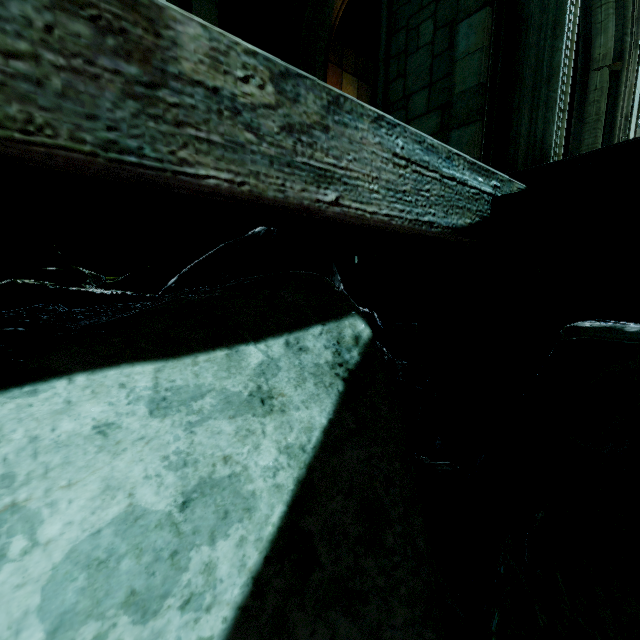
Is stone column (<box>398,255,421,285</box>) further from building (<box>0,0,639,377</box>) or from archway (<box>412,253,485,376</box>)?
archway (<box>412,253,485,376</box>)

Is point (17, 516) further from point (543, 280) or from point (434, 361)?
point (434, 361)

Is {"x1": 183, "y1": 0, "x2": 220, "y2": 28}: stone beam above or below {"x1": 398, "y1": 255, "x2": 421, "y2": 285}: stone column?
above

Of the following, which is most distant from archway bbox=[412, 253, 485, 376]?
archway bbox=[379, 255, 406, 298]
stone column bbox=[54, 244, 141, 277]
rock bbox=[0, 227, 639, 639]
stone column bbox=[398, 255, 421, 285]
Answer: rock bbox=[0, 227, 639, 639]

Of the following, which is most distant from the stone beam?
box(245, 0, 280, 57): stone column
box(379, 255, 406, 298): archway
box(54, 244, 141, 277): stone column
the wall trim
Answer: the wall trim

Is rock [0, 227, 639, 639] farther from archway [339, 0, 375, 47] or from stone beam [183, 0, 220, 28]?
archway [339, 0, 375, 47]

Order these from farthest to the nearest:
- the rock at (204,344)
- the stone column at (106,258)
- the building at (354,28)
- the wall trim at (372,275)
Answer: the wall trim at (372,275), the building at (354,28), the stone column at (106,258), the rock at (204,344)

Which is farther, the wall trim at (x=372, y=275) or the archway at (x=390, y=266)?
the wall trim at (x=372, y=275)
